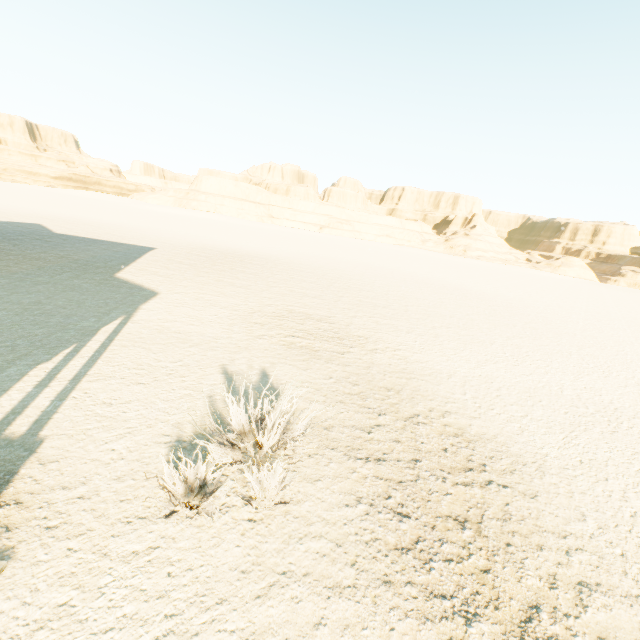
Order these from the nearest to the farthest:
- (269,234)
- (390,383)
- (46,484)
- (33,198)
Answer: (46,484)
(390,383)
(33,198)
(269,234)
